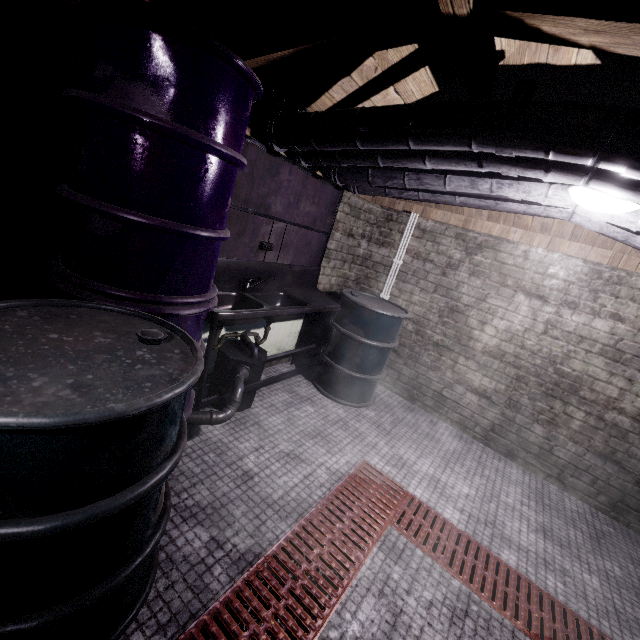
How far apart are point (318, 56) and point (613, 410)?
3.4m

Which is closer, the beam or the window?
the beam

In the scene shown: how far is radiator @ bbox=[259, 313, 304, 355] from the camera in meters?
3.2 m

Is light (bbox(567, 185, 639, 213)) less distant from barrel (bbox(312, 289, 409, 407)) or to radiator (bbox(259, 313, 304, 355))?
barrel (bbox(312, 289, 409, 407))

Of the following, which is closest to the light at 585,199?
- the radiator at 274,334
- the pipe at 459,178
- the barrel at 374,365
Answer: the pipe at 459,178

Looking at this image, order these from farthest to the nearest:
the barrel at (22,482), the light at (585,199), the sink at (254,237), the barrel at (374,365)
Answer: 1. the barrel at (374,365)
2. the sink at (254,237)
3. the light at (585,199)
4. the barrel at (22,482)

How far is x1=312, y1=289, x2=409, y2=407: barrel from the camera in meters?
3.0

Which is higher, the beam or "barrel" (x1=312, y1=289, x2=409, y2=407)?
the beam
